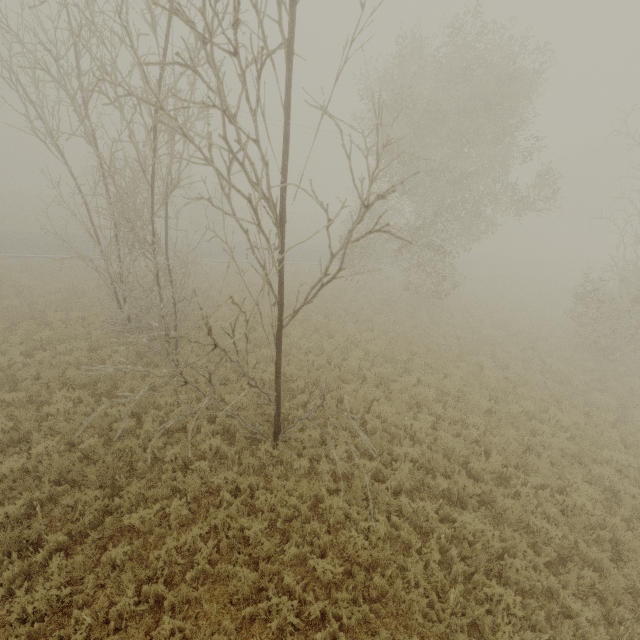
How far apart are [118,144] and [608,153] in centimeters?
5822cm
